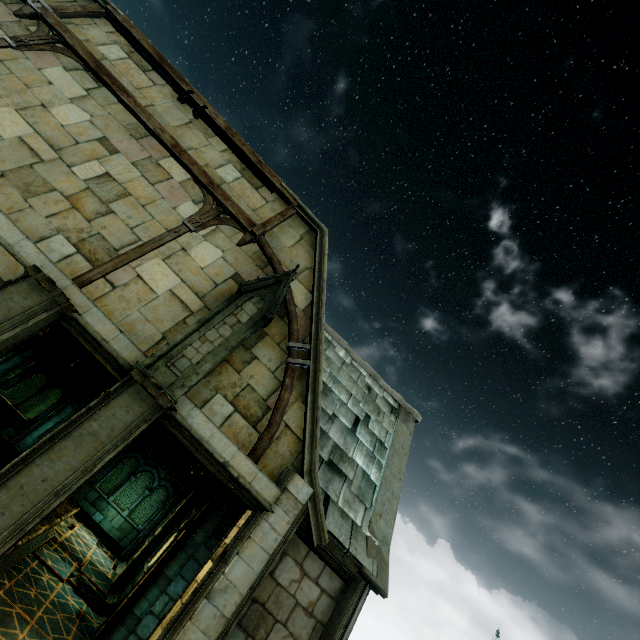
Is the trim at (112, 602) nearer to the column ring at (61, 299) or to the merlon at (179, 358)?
the merlon at (179, 358)

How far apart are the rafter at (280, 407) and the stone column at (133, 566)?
8.2m

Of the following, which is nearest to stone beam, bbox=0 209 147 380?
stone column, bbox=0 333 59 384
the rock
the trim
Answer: the trim

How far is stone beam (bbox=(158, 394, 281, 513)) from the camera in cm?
584

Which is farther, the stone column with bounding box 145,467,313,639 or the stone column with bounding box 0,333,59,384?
the stone column with bounding box 0,333,59,384

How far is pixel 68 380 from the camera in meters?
15.8 m

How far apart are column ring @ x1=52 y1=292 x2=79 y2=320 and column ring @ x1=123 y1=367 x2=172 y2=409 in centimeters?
132cm

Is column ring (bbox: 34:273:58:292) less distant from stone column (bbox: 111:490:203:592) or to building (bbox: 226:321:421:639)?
building (bbox: 226:321:421:639)
